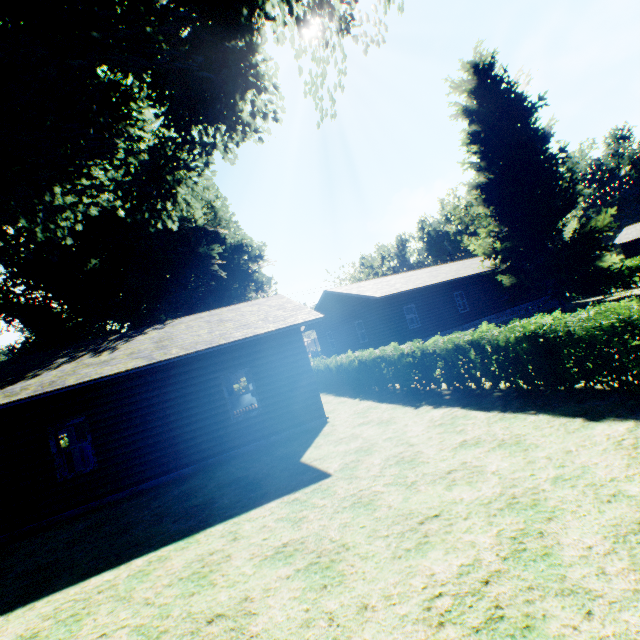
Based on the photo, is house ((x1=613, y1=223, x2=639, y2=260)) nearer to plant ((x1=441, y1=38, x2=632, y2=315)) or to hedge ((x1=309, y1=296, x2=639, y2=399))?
plant ((x1=441, y1=38, x2=632, y2=315))

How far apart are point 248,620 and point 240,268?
27.6m

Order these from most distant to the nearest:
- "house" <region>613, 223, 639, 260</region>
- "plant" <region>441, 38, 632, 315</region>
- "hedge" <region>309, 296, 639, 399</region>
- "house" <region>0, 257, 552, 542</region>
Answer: "house" <region>613, 223, 639, 260</region> → "plant" <region>441, 38, 632, 315</region> → "house" <region>0, 257, 552, 542</region> → "hedge" <region>309, 296, 639, 399</region>

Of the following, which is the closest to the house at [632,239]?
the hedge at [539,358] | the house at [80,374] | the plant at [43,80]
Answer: the plant at [43,80]

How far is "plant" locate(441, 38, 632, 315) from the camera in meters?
21.1 m

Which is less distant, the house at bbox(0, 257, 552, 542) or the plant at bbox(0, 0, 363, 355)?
the plant at bbox(0, 0, 363, 355)

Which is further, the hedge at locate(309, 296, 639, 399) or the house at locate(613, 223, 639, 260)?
the house at locate(613, 223, 639, 260)

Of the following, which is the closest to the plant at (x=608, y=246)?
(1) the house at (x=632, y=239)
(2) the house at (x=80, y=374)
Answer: (2) the house at (x=80, y=374)
